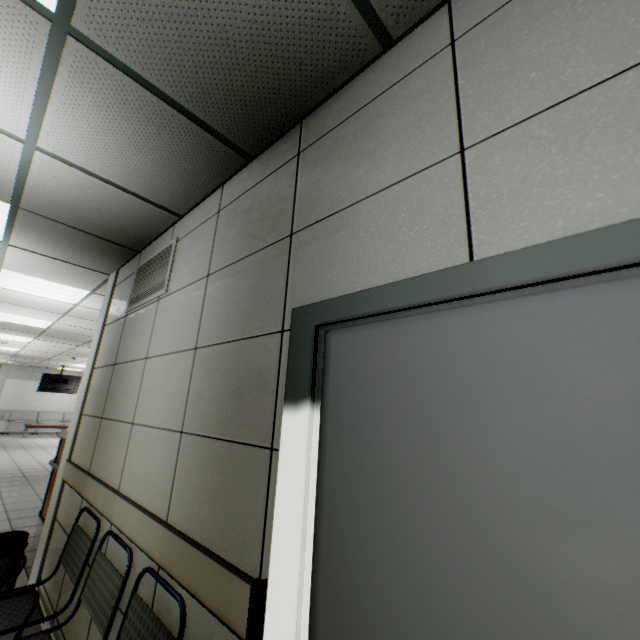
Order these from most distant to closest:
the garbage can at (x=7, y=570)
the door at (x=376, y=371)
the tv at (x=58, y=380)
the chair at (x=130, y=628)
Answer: the tv at (x=58, y=380) < the garbage can at (x=7, y=570) < the chair at (x=130, y=628) < the door at (x=376, y=371)

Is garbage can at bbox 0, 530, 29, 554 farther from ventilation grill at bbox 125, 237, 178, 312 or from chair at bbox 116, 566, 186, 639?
ventilation grill at bbox 125, 237, 178, 312

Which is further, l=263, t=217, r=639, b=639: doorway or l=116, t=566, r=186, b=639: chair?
l=116, t=566, r=186, b=639: chair

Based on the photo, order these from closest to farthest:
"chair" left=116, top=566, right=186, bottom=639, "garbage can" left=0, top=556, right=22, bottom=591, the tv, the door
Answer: the door → "chair" left=116, top=566, right=186, bottom=639 → "garbage can" left=0, top=556, right=22, bottom=591 → the tv

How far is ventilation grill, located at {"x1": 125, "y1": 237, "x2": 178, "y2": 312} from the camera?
2.6 meters

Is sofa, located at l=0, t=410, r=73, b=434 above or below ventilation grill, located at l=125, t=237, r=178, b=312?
below

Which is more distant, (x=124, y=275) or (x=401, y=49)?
(x=124, y=275)

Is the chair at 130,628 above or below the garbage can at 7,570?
above
